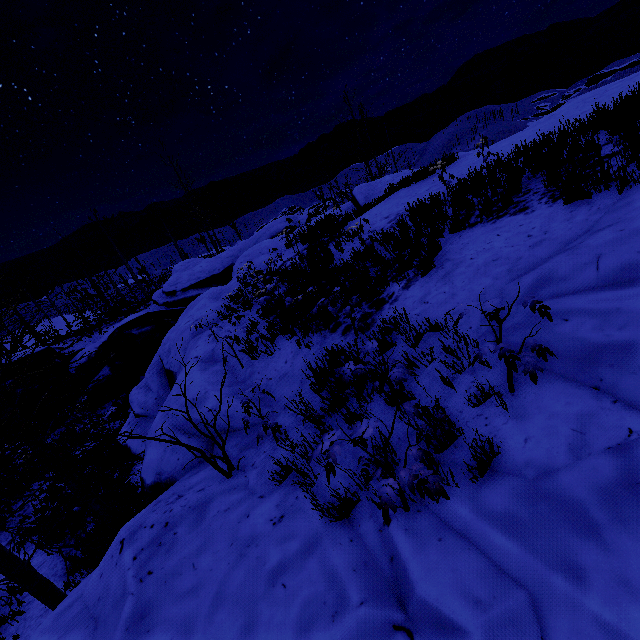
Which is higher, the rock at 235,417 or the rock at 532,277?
the rock at 532,277

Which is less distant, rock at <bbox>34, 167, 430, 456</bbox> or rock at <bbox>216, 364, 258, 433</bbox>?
rock at <bbox>216, 364, 258, 433</bbox>

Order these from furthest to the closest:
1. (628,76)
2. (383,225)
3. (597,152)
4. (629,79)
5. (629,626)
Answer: (628,76) < (629,79) < (383,225) < (597,152) < (629,626)

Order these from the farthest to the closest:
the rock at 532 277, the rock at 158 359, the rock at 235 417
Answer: the rock at 158 359 → the rock at 235 417 → the rock at 532 277

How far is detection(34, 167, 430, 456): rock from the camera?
6.7m

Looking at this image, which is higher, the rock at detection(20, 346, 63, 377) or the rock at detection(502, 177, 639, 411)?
the rock at detection(502, 177, 639, 411)

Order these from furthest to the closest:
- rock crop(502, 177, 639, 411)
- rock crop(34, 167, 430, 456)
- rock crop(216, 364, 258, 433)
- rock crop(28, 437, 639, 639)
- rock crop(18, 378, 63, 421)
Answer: rock crop(18, 378, 63, 421), rock crop(34, 167, 430, 456), rock crop(216, 364, 258, 433), rock crop(502, 177, 639, 411), rock crop(28, 437, 639, 639)
